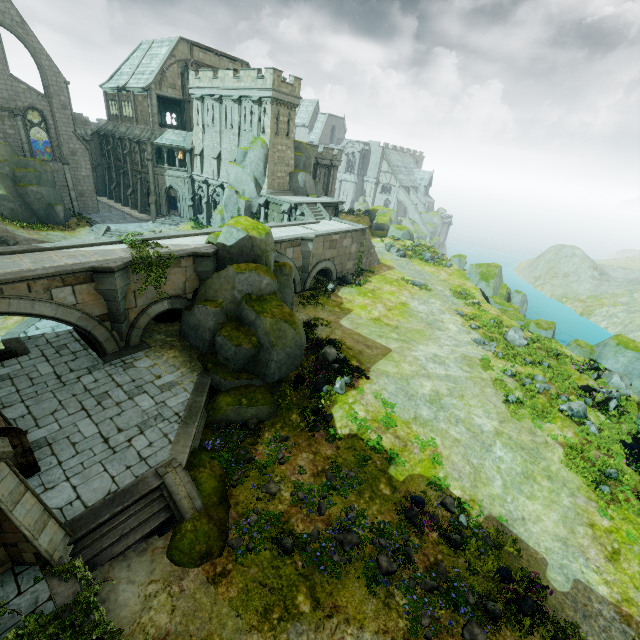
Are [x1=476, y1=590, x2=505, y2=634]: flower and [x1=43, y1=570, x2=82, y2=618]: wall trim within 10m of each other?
no

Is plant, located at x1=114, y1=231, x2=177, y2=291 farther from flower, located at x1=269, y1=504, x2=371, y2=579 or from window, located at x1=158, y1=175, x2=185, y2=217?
window, located at x1=158, y1=175, x2=185, y2=217

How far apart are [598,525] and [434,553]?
7.2 meters

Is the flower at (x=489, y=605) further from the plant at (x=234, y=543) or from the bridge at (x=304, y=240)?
the bridge at (x=304, y=240)

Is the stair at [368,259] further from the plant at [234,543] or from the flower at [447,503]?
the plant at [234,543]

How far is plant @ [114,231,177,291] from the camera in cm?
1602

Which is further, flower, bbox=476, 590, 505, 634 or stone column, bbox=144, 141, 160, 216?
stone column, bbox=144, 141, 160, 216

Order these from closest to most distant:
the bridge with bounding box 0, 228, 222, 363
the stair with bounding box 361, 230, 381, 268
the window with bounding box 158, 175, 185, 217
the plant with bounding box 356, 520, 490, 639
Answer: the plant with bounding box 356, 520, 490, 639 → the bridge with bounding box 0, 228, 222, 363 → the stair with bounding box 361, 230, 381, 268 → the window with bounding box 158, 175, 185, 217
